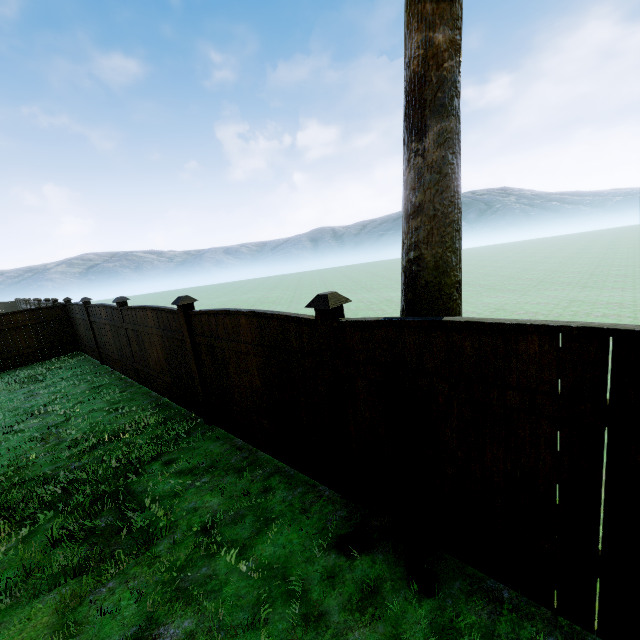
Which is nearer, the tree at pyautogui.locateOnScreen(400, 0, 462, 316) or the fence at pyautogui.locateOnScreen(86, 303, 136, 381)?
the tree at pyautogui.locateOnScreen(400, 0, 462, 316)

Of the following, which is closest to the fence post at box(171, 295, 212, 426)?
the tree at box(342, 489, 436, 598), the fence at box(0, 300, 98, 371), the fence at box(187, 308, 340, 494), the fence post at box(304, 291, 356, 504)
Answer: the fence at box(187, 308, 340, 494)

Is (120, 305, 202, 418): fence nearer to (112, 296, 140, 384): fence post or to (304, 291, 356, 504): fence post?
(112, 296, 140, 384): fence post

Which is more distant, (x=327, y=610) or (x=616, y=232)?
(x=616, y=232)

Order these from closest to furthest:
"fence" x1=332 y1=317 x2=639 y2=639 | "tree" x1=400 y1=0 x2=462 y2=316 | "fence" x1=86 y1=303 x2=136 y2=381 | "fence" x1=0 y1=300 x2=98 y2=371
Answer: "fence" x1=332 y1=317 x2=639 y2=639 → "tree" x1=400 y1=0 x2=462 y2=316 → "fence" x1=86 y1=303 x2=136 y2=381 → "fence" x1=0 y1=300 x2=98 y2=371

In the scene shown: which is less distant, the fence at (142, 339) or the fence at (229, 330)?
the fence at (229, 330)

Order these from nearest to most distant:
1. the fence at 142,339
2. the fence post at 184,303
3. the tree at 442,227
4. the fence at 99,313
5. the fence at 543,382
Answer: the fence at 543,382 < the tree at 442,227 < the fence post at 184,303 < the fence at 142,339 < the fence at 99,313

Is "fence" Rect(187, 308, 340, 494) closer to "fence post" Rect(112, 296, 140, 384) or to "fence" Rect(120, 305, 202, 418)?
"fence" Rect(120, 305, 202, 418)
